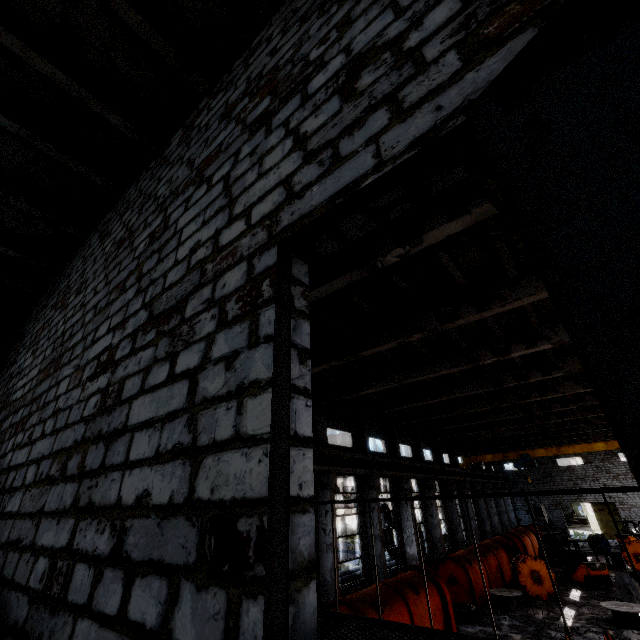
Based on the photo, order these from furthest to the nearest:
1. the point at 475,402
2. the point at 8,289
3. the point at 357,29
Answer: the point at 475,402 → the point at 8,289 → the point at 357,29

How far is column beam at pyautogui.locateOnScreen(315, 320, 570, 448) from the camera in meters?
12.8

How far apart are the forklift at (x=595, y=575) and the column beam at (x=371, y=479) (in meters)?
12.51

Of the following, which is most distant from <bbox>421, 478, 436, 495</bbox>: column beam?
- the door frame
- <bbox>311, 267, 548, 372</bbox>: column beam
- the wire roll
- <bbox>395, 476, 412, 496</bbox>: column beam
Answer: the door frame

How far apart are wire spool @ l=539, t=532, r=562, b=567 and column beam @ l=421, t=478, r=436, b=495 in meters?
8.3 m

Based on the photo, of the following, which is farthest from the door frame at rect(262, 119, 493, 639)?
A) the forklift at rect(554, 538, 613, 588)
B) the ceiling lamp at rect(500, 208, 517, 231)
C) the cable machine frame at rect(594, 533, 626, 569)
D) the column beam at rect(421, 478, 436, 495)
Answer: the cable machine frame at rect(594, 533, 626, 569)

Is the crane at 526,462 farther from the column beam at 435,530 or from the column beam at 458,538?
the column beam at 435,530

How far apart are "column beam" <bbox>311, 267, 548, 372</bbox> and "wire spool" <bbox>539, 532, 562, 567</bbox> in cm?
2559
